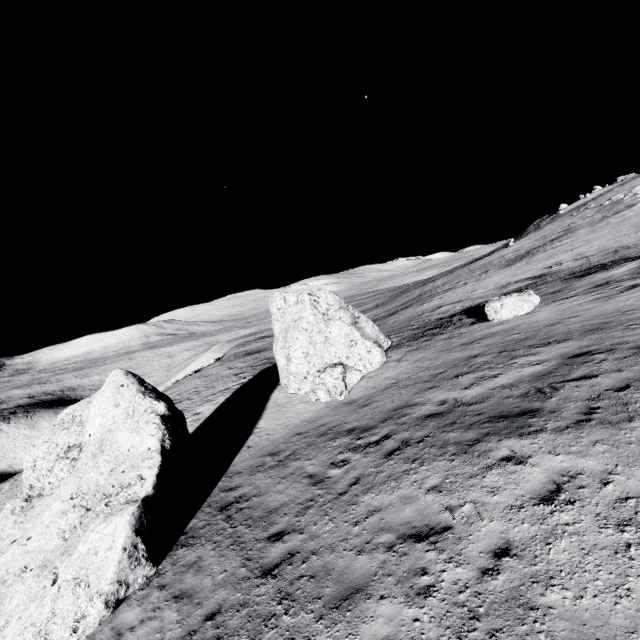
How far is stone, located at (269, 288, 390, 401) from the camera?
16.1m

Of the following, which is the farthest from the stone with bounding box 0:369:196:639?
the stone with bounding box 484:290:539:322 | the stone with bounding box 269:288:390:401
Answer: the stone with bounding box 484:290:539:322

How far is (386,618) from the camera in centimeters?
504cm

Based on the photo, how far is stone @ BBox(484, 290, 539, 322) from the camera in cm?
1698

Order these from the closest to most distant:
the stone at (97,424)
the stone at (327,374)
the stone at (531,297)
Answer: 1. the stone at (97,424)
2. the stone at (327,374)
3. the stone at (531,297)

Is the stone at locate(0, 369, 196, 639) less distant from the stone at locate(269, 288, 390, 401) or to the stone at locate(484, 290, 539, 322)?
the stone at locate(269, 288, 390, 401)

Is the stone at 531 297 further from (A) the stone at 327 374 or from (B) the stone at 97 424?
(B) the stone at 97 424
